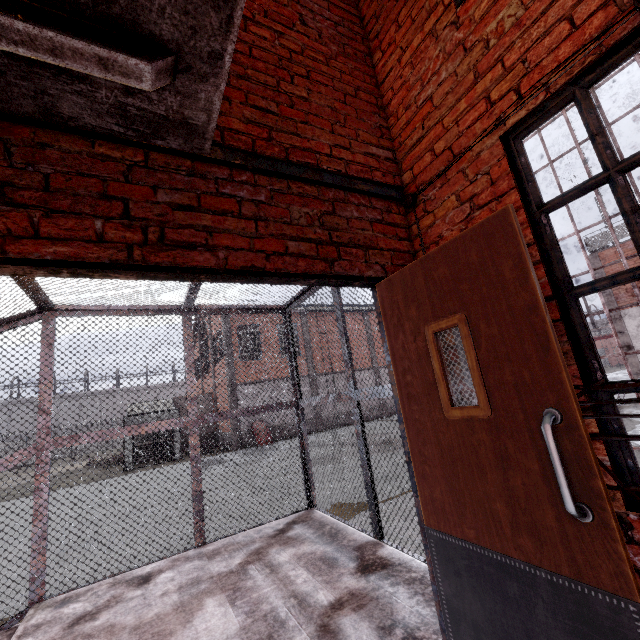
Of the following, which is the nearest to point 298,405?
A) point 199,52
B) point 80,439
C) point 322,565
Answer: point 322,565

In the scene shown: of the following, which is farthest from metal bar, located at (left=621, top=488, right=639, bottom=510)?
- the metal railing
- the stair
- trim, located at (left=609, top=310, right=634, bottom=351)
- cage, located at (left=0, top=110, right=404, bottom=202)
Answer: trim, located at (left=609, top=310, right=634, bottom=351)

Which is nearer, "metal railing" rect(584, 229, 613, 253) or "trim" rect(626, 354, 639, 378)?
"trim" rect(626, 354, 639, 378)

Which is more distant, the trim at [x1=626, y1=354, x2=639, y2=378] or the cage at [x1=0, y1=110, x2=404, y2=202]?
the trim at [x1=626, y1=354, x2=639, y2=378]

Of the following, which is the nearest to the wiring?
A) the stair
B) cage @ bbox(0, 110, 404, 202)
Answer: cage @ bbox(0, 110, 404, 202)

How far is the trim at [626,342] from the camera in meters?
14.9 m

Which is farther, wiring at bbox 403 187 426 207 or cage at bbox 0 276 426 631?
cage at bbox 0 276 426 631

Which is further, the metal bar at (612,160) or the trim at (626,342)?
the trim at (626,342)
